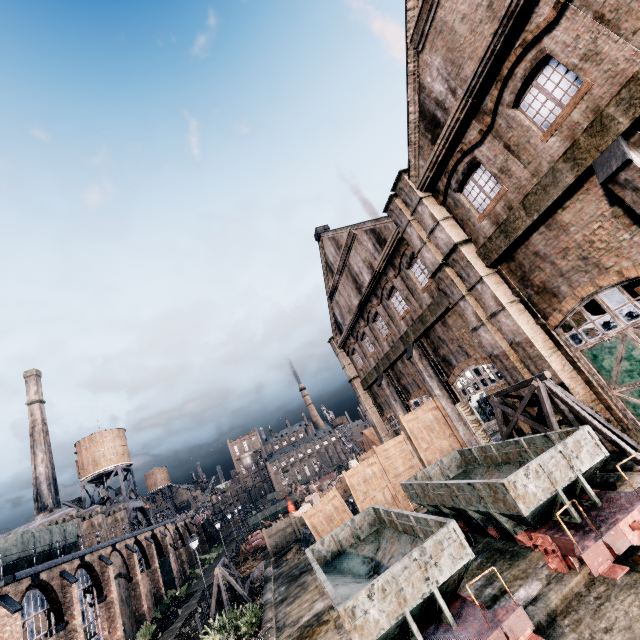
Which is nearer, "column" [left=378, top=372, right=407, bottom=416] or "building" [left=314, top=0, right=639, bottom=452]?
"building" [left=314, top=0, right=639, bottom=452]

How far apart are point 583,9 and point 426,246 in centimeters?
934cm

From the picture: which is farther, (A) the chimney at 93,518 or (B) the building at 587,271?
(A) the chimney at 93,518

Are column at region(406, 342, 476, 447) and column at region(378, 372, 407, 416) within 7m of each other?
yes

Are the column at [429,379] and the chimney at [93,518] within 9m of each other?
no

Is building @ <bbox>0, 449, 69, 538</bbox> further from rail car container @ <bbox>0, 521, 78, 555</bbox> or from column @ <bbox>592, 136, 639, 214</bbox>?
column @ <bbox>592, 136, 639, 214</bbox>

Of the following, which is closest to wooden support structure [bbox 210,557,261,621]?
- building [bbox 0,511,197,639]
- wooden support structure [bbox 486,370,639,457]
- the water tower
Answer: building [bbox 0,511,197,639]

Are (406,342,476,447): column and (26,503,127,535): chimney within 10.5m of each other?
no
